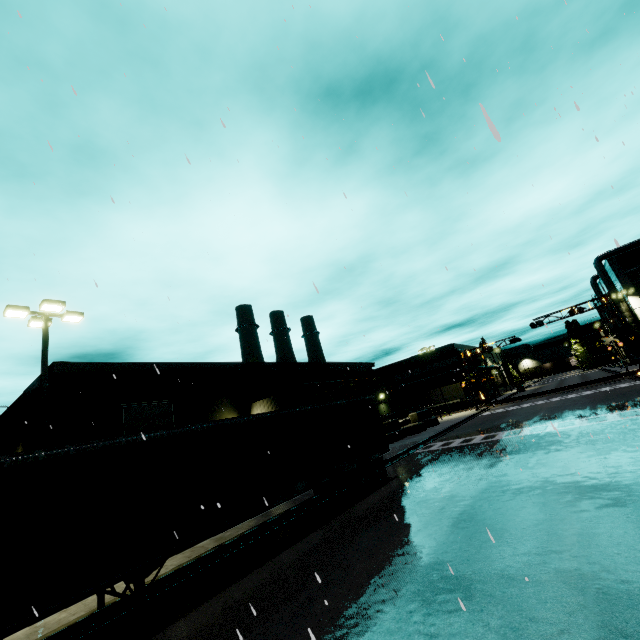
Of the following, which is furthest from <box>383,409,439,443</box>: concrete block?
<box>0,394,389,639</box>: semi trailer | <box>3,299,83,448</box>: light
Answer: <box>3,299,83,448</box>: light

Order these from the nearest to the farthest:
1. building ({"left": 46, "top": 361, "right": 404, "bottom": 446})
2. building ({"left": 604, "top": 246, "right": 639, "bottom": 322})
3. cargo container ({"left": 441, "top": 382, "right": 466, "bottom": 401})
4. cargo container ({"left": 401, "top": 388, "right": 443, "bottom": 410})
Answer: building ({"left": 46, "top": 361, "right": 404, "bottom": 446})
building ({"left": 604, "top": 246, "right": 639, "bottom": 322})
cargo container ({"left": 441, "top": 382, "right": 466, "bottom": 401})
cargo container ({"left": 401, "top": 388, "right": 443, "bottom": 410})

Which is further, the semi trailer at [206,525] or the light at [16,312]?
the light at [16,312]

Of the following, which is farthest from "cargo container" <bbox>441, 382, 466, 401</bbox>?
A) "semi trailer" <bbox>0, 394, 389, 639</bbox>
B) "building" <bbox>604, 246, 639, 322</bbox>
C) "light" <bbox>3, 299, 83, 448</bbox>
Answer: "light" <bbox>3, 299, 83, 448</bbox>

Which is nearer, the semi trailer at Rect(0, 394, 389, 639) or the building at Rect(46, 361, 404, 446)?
the semi trailer at Rect(0, 394, 389, 639)

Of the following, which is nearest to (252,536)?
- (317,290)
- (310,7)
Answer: (317,290)

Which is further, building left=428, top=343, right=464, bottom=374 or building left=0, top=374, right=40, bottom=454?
building left=428, top=343, right=464, bottom=374

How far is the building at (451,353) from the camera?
55.2 meters
